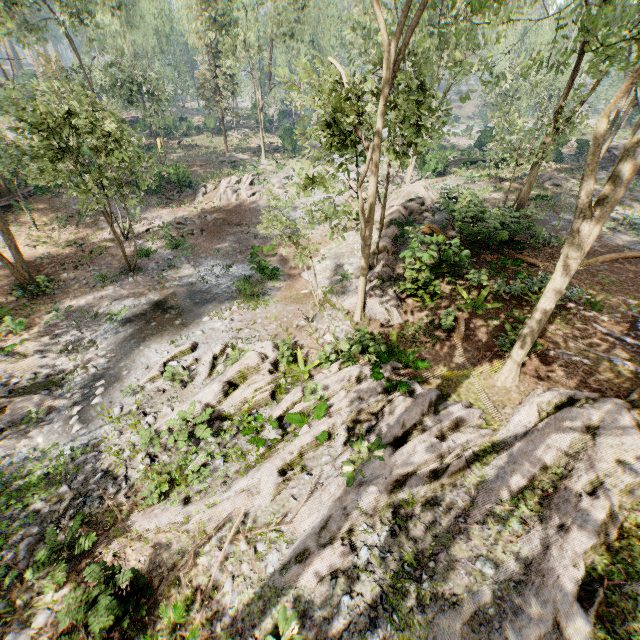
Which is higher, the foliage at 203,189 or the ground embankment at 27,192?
the ground embankment at 27,192

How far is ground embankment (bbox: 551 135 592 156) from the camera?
36.3m

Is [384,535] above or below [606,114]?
below

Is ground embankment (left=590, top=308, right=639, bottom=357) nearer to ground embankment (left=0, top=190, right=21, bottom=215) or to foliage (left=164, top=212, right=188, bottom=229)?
foliage (left=164, top=212, right=188, bottom=229)

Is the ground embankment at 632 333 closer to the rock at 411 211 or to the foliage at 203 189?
the foliage at 203 189

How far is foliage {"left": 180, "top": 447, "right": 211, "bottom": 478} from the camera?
9.1m

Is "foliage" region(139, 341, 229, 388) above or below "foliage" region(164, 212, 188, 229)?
above
